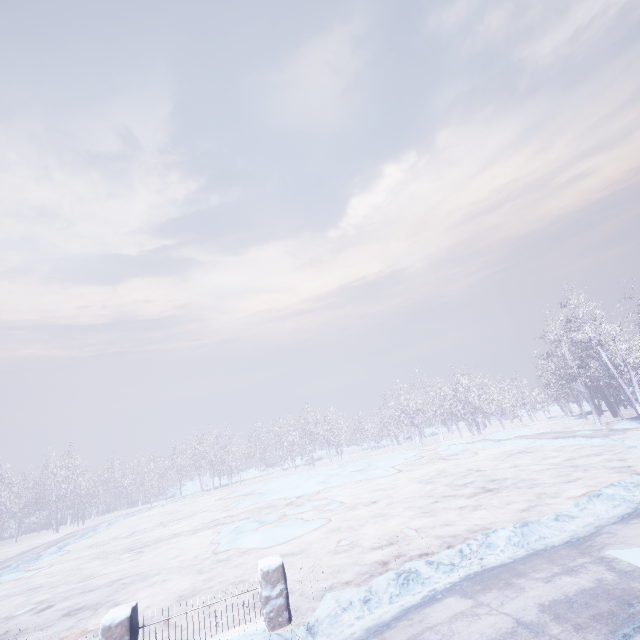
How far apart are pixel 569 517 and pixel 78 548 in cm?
2577
